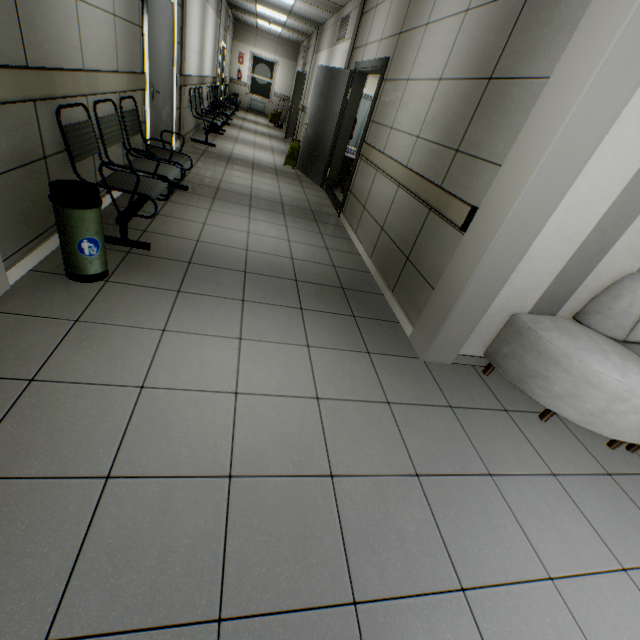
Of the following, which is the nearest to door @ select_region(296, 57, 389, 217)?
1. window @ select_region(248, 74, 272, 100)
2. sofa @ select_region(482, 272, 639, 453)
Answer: sofa @ select_region(482, 272, 639, 453)

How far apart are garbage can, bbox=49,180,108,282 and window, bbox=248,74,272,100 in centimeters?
1741cm

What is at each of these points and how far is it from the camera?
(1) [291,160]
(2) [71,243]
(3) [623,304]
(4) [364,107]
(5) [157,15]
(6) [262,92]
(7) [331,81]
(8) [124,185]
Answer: (1) sign, 7.6m
(2) garbage can, 2.1m
(3) sofa, 2.4m
(4) medical screen, 8.1m
(5) door, 4.2m
(6) window, 16.1m
(7) door, 6.2m
(8) chair, 2.8m

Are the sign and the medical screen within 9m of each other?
yes

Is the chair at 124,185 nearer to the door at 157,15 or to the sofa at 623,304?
the door at 157,15

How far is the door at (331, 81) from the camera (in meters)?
4.98

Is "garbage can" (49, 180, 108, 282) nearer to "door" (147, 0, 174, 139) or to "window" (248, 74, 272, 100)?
"door" (147, 0, 174, 139)

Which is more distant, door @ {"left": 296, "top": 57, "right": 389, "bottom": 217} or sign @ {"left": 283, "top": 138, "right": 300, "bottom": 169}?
sign @ {"left": 283, "top": 138, "right": 300, "bottom": 169}
